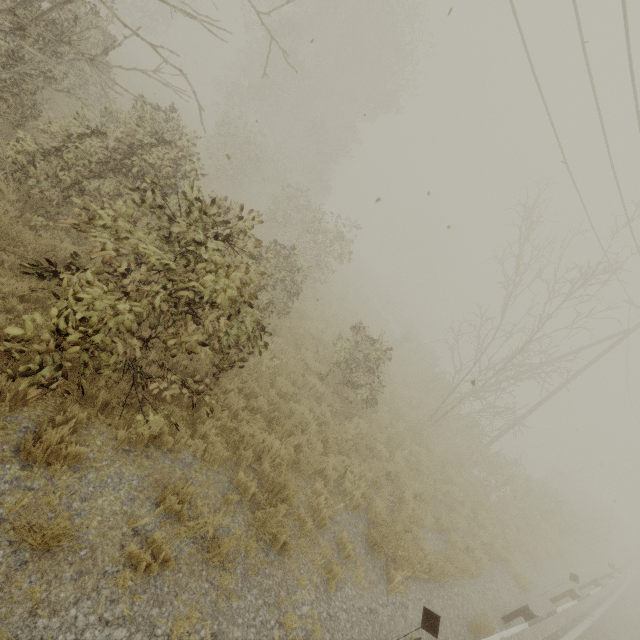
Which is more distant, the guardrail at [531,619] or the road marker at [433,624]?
A: the guardrail at [531,619]

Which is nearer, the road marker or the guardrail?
the road marker

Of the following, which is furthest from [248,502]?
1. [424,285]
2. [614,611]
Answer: [424,285]

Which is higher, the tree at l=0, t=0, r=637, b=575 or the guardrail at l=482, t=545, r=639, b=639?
the tree at l=0, t=0, r=637, b=575

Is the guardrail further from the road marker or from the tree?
the tree

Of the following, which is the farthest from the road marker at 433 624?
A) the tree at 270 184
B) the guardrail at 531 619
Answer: the tree at 270 184

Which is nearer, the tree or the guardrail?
the tree
